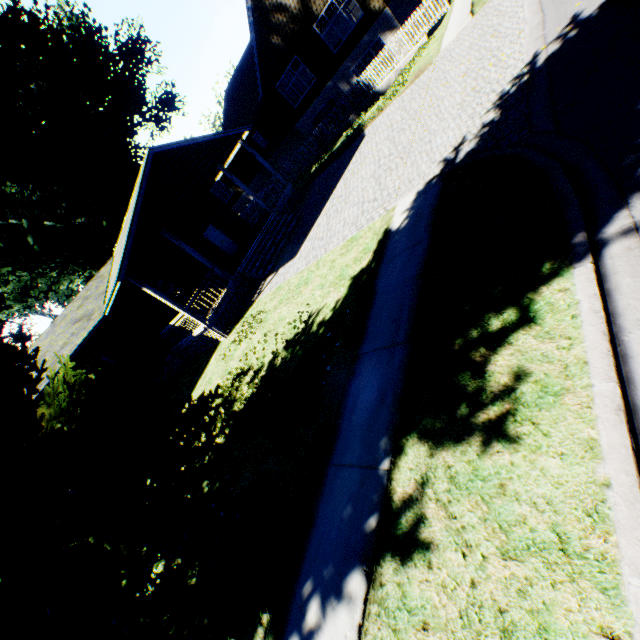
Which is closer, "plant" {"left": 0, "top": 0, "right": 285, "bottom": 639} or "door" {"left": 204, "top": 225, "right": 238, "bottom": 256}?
"plant" {"left": 0, "top": 0, "right": 285, "bottom": 639}

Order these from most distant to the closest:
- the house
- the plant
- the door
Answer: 1. the door
2. the house
3. the plant

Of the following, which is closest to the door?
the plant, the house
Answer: the house

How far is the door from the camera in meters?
20.2 m

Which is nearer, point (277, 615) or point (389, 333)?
point (277, 615)

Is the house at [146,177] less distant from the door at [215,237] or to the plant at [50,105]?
the door at [215,237]

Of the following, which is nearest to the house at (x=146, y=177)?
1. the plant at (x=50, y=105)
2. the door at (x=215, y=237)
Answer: the door at (x=215, y=237)

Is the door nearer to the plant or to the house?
the house
